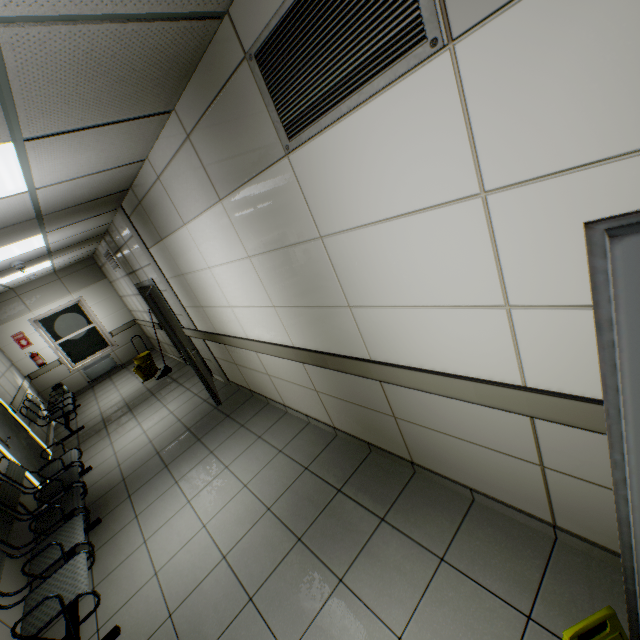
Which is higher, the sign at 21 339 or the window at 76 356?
the sign at 21 339

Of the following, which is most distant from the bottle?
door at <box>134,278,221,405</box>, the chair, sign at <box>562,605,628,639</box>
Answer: sign at <box>562,605,628,639</box>

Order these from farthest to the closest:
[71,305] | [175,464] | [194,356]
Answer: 1. [71,305]
2. [194,356]
3. [175,464]

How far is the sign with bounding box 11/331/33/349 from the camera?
A: 8.4 meters

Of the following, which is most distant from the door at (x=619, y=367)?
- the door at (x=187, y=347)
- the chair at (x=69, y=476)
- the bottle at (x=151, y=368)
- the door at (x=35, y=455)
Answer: the bottle at (x=151, y=368)

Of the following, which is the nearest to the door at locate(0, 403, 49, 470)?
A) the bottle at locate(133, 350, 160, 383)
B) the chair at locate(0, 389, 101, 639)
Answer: the chair at locate(0, 389, 101, 639)

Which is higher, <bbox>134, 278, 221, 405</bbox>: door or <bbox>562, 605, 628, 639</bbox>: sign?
<bbox>134, 278, 221, 405</bbox>: door

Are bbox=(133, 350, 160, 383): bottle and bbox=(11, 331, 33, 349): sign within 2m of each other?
no
